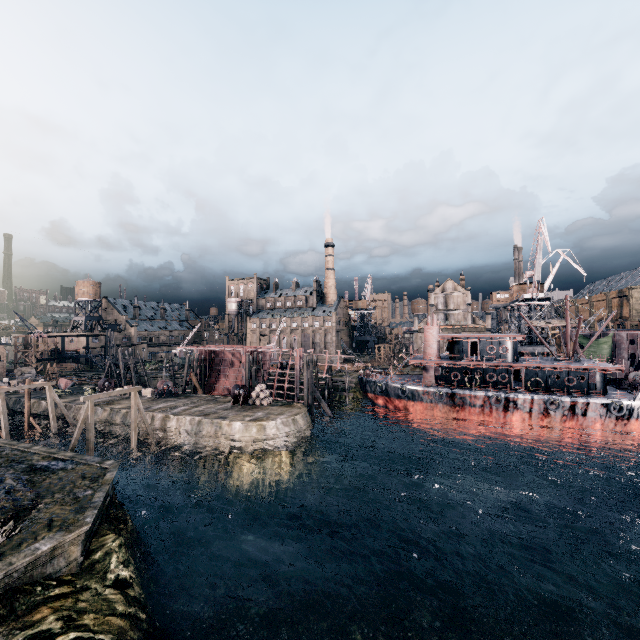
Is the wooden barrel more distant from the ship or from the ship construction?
the ship

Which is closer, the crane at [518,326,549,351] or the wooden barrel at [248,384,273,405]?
the wooden barrel at [248,384,273,405]

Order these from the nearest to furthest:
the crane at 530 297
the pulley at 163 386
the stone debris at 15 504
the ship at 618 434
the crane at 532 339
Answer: the stone debris at 15 504 < the ship at 618 434 < the pulley at 163 386 < the crane at 530 297 < the crane at 532 339

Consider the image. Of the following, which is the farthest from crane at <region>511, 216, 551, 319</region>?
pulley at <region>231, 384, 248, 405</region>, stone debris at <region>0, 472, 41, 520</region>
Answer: stone debris at <region>0, 472, 41, 520</region>

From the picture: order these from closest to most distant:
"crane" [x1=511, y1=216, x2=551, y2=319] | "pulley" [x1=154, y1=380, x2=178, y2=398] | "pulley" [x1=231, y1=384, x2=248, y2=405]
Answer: "pulley" [x1=231, y1=384, x2=248, y2=405] < "pulley" [x1=154, y1=380, x2=178, y2=398] < "crane" [x1=511, y1=216, x2=551, y2=319]

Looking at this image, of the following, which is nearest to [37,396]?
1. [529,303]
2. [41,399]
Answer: [41,399]

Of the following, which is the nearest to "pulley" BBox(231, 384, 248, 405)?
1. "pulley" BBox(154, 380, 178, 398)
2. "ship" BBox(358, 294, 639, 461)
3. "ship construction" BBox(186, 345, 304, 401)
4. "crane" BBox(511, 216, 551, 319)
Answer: "ship construction" BBox(186, 345, 304, 401)

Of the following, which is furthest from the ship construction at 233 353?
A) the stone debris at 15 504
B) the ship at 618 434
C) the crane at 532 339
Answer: the crane at 532 339
